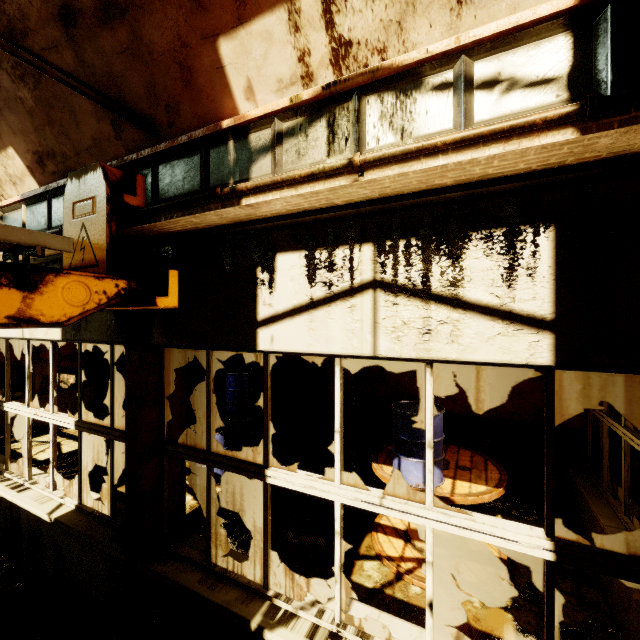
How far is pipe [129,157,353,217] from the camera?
1.81m

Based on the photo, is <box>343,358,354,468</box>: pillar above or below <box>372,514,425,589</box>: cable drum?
above

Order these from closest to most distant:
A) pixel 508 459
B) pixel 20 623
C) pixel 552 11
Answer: pixel 552 11, pixel 20 623, pixel 508 459

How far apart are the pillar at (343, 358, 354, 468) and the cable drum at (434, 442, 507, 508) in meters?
2.2

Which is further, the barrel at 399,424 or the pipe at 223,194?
the barrel at 399,424

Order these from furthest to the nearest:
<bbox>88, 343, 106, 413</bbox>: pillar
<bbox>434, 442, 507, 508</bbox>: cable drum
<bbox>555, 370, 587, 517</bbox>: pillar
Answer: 1. <bbox>88, 343, 106, 413</bbox>: pillar
2. <bbox>555, 370, 587, 517</bbox>: pillar
3. <bbox>434, 442, 507, 508</bbox>: cable drum

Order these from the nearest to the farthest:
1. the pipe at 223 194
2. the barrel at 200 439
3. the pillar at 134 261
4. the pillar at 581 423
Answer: the pipe at 223 194 < the pillar at 134 261 < the pillar at 581 423 < the barrel at 200 439

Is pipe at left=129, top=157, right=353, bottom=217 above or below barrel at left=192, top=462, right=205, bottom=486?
above
